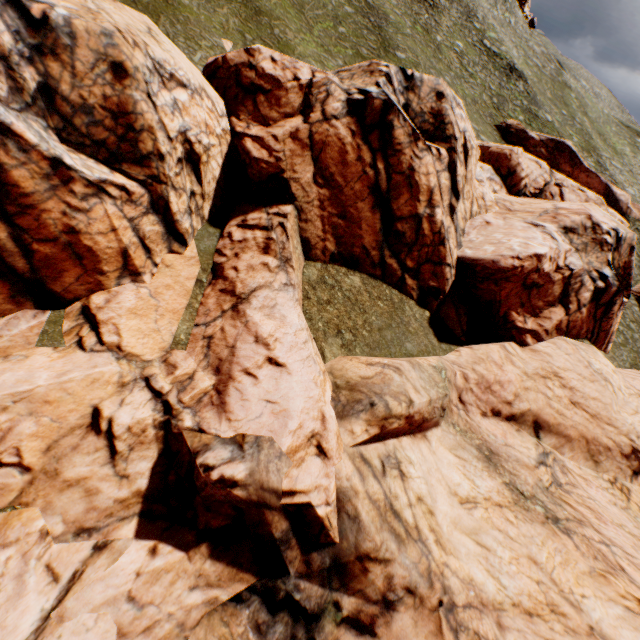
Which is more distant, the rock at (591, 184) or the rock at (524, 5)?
the rock at (524, 5)

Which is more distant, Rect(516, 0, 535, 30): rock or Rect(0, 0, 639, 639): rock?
Rect(516, 0, 535, 30): rock

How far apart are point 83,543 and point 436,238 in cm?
1895

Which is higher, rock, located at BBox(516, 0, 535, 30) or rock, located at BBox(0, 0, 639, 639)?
rock, located at BBox(516, 0, 535, 30)

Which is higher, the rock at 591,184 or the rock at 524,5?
the rock at 524,5
